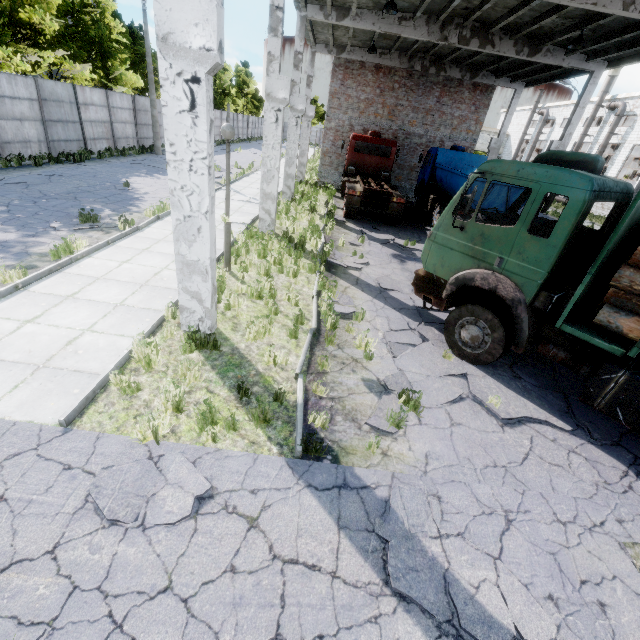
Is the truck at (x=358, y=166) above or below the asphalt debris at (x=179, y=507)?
above

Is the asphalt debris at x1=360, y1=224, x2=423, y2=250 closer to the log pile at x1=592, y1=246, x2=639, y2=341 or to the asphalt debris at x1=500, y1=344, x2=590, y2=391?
the asphalt debris at x1=500, y1=344, x2=590, y2=391

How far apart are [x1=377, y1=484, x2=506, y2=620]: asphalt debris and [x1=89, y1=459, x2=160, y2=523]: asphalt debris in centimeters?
195cm

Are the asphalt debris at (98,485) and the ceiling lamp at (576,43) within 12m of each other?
no

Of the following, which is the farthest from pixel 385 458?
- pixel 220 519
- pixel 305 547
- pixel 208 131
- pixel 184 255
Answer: pixel 208 131

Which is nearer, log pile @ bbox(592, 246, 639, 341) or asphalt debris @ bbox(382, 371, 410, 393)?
log pile @ bbox(592, 246, 639, 341)

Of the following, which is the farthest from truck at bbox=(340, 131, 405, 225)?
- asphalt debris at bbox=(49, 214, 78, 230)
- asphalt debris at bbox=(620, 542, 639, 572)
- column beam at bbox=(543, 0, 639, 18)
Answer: asphalt debris at bbox=(49, 214, 78, 230)

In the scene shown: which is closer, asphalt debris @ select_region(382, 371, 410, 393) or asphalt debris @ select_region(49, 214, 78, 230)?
asphalt debris @ select_region(382, 371, 410, 393)
